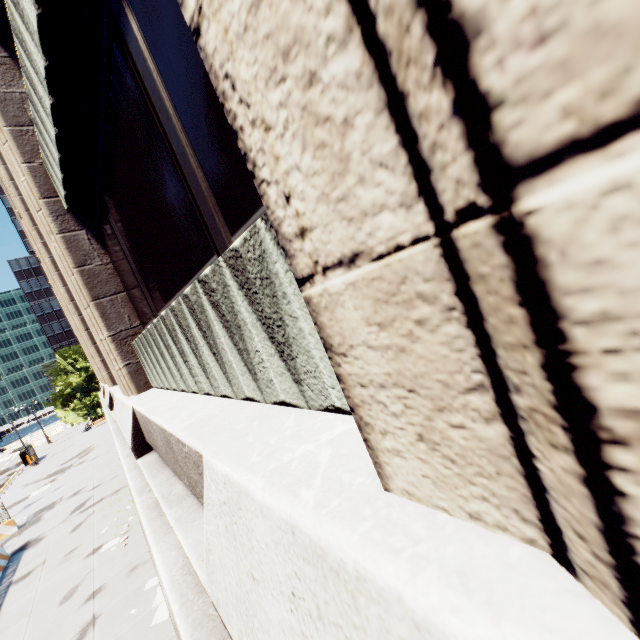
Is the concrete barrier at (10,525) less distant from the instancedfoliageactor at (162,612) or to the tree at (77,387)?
the instancedfoliageactor at (162,612)

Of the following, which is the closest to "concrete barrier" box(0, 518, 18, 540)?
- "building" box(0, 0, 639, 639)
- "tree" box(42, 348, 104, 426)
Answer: "building" box(0, 0, 639, 639)

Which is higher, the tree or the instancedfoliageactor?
the tree

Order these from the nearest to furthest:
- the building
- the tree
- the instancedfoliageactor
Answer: the building, the instancedfoliageactor, the tree

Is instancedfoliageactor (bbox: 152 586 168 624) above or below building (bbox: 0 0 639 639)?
below

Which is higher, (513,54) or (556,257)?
(513,54)

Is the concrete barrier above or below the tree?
below

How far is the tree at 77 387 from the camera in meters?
49.0 m
